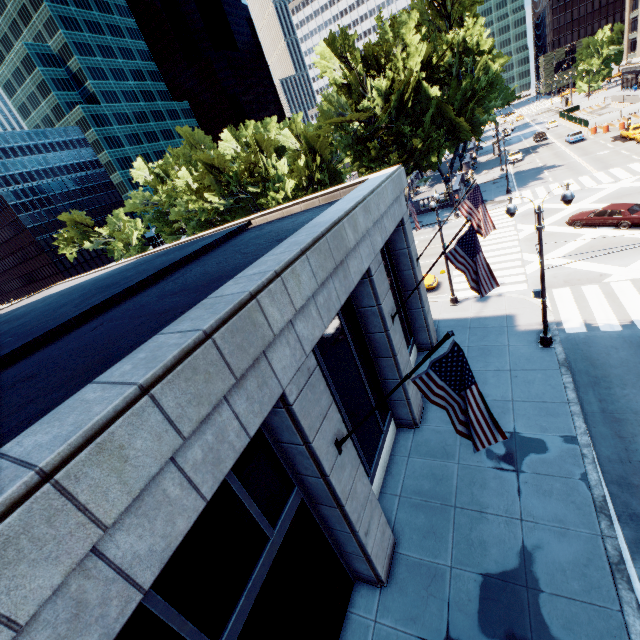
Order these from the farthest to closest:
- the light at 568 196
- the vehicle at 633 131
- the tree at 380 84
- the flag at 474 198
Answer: the vehicle at 633 131
the tree at 380 84
the light at 568 196
the flag at 474 198

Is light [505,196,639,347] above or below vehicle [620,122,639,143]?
below

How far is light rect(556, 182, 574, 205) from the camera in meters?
12.1 m

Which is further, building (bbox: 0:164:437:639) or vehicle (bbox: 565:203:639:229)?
vehicle (bbox: 565:203:639:229)

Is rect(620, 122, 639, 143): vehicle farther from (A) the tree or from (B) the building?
(B) the building

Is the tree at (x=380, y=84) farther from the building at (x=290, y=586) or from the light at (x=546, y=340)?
the light at (x=546, y=340)

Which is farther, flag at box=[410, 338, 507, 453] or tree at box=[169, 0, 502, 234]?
tree at box=[169, 0, 502, 234]

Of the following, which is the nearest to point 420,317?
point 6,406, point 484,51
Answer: point 6,406
